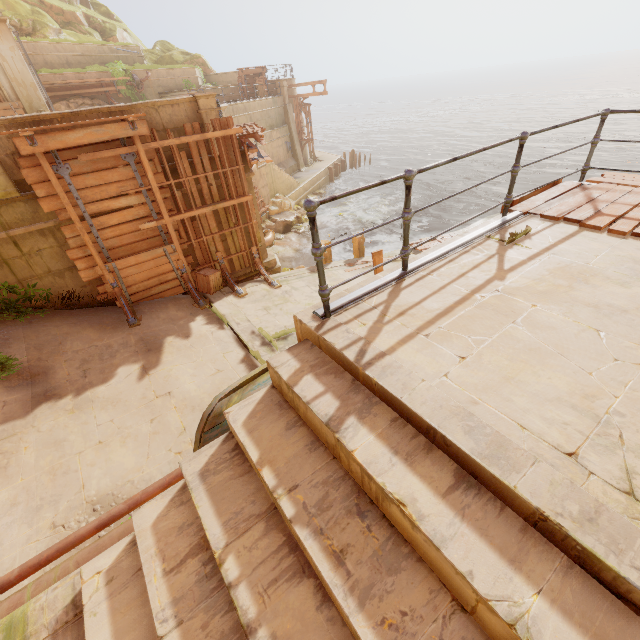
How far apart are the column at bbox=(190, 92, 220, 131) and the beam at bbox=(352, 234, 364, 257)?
6.21m

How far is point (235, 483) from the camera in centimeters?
244cm

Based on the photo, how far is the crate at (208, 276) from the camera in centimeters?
995cm

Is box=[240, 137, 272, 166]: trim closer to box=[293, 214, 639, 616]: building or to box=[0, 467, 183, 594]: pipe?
box=[293, 214, 639, 616]: building

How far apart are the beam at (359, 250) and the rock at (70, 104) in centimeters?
1941cm

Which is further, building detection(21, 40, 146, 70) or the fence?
building detection(21, 40, 146, 70)

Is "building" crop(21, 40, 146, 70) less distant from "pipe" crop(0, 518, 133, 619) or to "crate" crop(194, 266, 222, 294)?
"crate" crop(194, 266, 222, 294)

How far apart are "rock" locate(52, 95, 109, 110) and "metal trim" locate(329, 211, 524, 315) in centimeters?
2515cm
